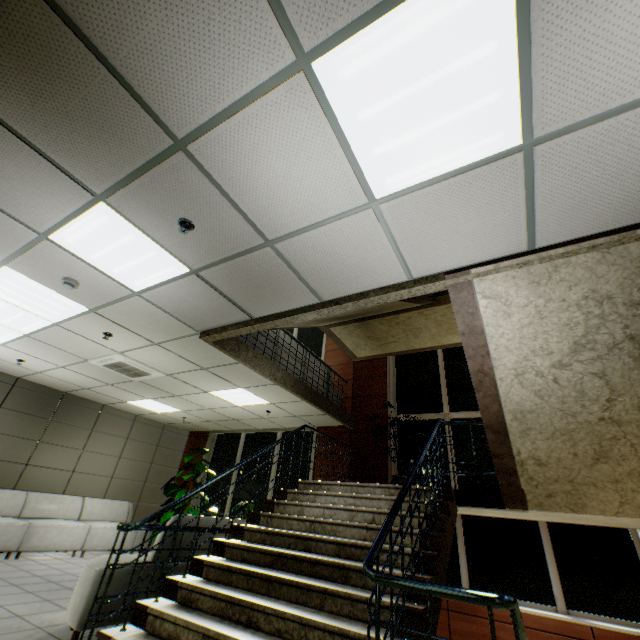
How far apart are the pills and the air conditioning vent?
3.6m

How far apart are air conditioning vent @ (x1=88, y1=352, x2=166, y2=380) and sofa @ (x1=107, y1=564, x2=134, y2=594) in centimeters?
275cm

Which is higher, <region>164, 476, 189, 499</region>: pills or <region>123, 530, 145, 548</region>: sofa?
<region>164, 476, 189, 499</region>: pills

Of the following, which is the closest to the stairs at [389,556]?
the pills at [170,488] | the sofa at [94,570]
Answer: the sofa at [94,570]

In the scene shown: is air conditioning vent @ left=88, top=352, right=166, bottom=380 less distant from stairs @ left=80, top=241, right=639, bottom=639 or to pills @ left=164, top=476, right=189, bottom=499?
stairs @ left=80, top=241, right=639, bottom=639

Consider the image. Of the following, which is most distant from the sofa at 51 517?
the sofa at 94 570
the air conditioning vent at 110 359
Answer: the sofa at 94 570

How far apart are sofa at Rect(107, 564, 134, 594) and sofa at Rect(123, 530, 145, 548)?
3.99m

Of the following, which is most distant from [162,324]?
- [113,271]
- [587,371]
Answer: [587,371]
